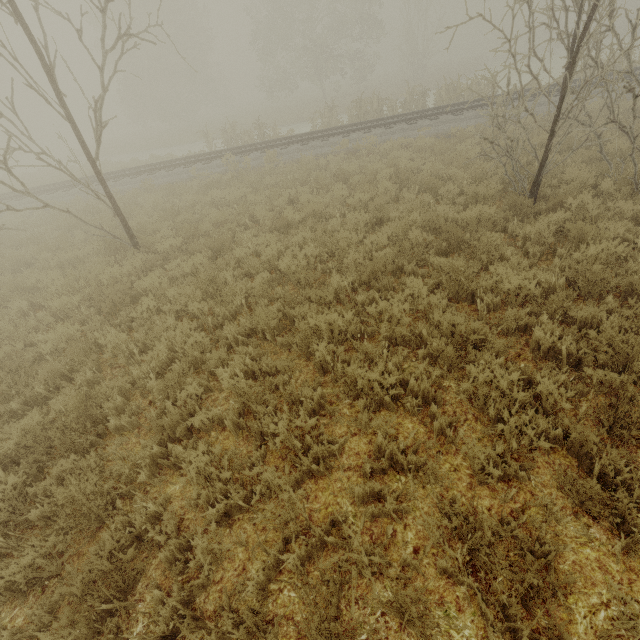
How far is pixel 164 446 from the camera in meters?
4.1 m
